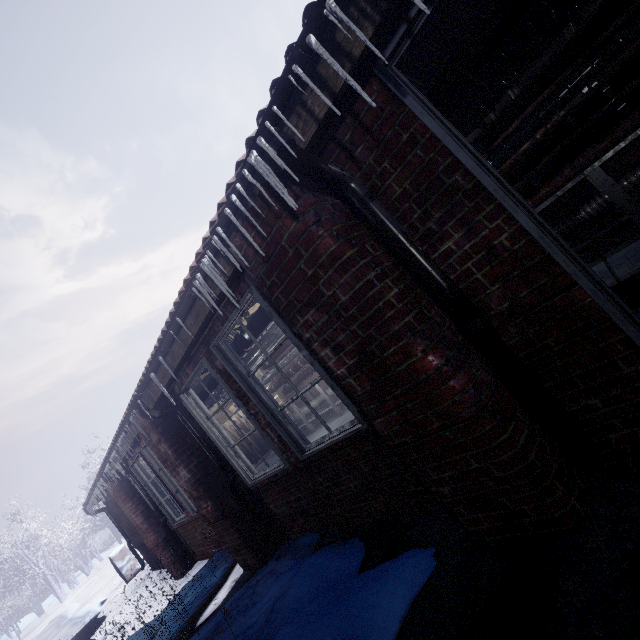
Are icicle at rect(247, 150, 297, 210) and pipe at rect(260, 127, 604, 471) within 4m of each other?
yes

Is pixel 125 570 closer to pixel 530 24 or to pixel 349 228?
pixel 349 228

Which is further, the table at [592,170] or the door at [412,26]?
the table at [592,170]

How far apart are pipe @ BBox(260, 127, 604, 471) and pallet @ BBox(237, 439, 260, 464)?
8.9m

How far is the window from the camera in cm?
147

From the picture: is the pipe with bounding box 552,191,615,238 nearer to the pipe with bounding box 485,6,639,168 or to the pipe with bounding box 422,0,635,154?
the pipe with bounding box 485,6,639,168

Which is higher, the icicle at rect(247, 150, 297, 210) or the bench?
the icicle at rect(247, 150, 297, 210)

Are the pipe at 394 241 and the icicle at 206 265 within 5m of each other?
yes
